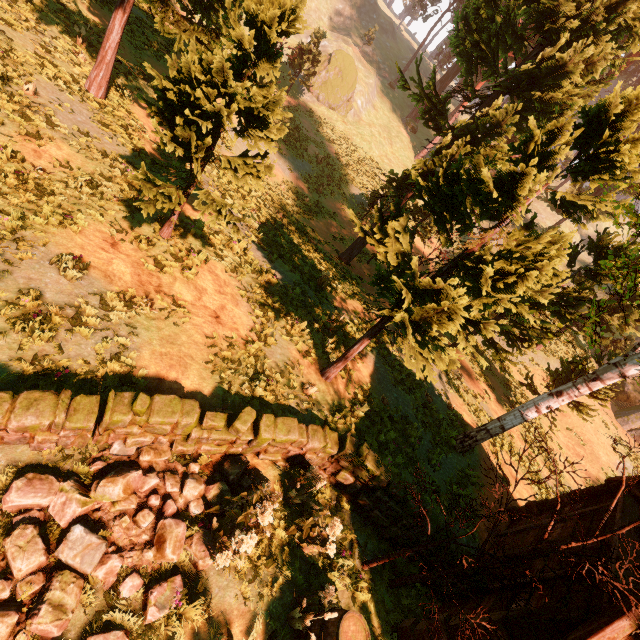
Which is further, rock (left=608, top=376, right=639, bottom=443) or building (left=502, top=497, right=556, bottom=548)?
rock (left=608, top=376, right=639, bottom=443)

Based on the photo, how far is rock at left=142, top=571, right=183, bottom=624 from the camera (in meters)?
4.14

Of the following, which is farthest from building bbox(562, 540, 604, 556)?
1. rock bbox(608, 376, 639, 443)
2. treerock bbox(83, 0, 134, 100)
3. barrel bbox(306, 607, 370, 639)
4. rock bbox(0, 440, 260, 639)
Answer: rock bbox(608, 376, 639, 443)

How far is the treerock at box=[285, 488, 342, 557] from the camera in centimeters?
563cm

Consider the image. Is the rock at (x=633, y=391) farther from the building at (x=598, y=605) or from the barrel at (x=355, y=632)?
the barrel at (x=355, y=632)

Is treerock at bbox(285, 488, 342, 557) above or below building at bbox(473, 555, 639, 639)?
below

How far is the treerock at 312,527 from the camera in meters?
5.6

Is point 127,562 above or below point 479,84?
below
